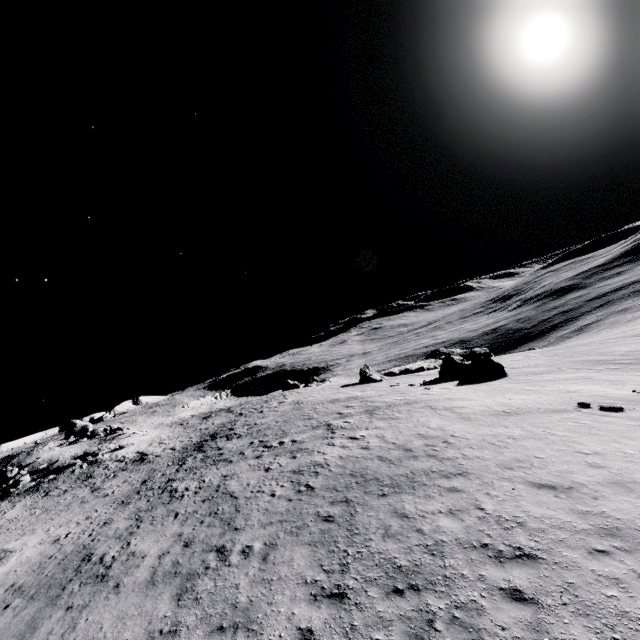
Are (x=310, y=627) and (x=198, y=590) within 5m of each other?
yes
